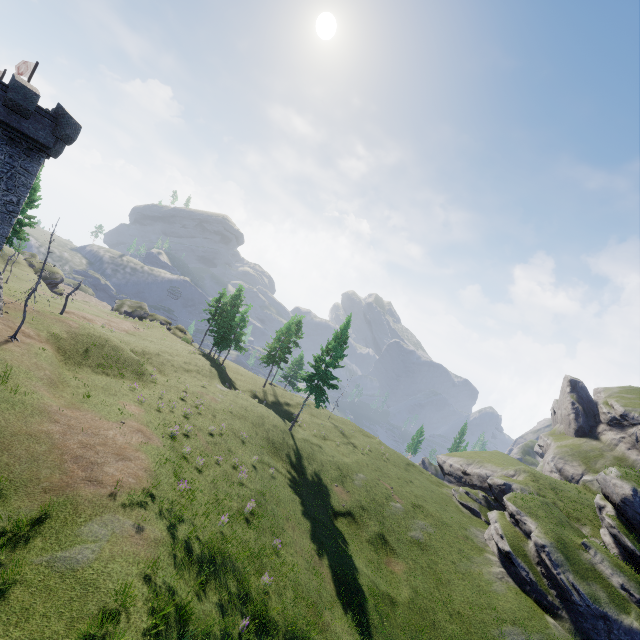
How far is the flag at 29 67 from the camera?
27.8 meters

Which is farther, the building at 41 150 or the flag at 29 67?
A: the flag at 29 67

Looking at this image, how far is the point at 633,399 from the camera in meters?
58.6

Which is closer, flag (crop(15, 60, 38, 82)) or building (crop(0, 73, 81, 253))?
building (crop(0, 73, 81, 253))

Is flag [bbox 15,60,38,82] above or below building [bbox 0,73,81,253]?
above

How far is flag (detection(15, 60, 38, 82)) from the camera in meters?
27.8 m
